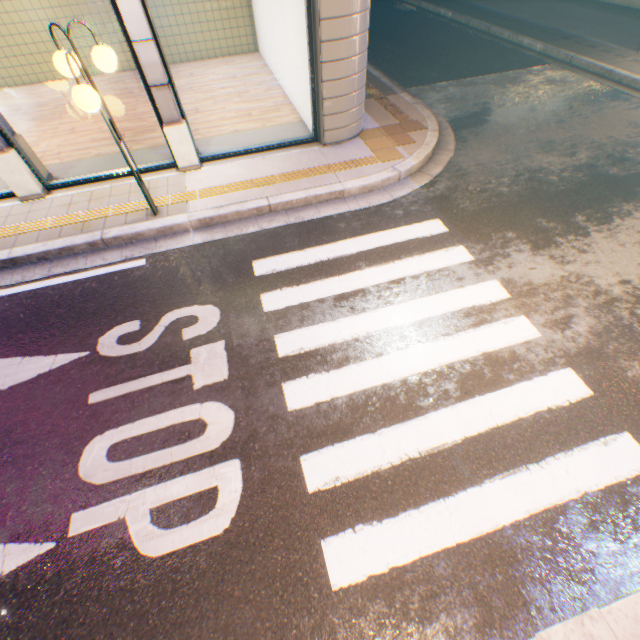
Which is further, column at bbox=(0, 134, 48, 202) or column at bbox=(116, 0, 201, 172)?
column at bbox=(0, 134, 48, 202)

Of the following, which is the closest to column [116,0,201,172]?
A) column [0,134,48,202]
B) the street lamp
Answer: the street lamp

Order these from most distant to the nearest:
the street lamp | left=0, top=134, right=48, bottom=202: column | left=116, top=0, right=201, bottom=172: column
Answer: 1. left=0, top=134, right=48, bottom=202: column
2. left=116, top=0, right=201, bottom=172: column
3. the street lamp

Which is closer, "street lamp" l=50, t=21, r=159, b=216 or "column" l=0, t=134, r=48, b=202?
"street lamp" l=50, t=21, r=159, b=216

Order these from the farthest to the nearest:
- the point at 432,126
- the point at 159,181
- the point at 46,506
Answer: the point at 432,126
the point at 159,181
the point at 46,506

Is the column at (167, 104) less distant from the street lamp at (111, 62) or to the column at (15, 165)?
the street lamp at (111, 62)

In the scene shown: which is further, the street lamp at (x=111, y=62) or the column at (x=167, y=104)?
the column at (x=167, y=104)

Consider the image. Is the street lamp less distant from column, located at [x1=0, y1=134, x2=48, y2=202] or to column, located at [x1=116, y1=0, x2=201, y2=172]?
column, located at [x1=116, y1=0, x2=201, y2=172]
